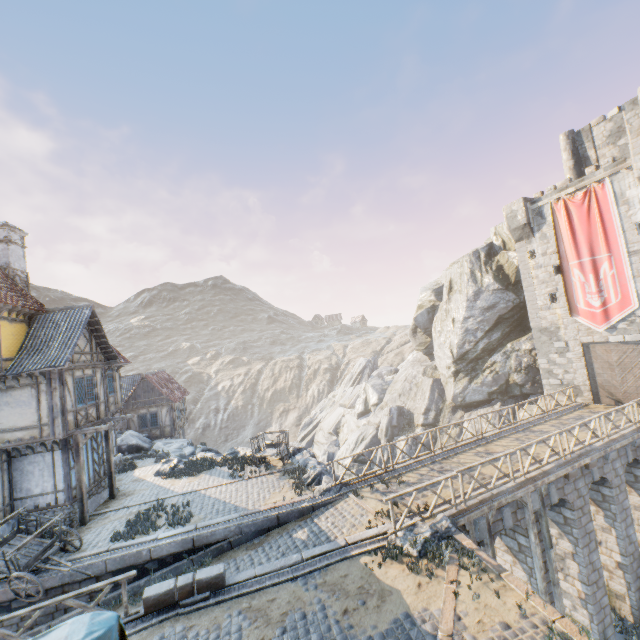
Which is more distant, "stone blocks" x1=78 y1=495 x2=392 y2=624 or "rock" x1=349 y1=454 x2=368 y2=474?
"rock" x1=349 y1=454 x2=368 y2=474

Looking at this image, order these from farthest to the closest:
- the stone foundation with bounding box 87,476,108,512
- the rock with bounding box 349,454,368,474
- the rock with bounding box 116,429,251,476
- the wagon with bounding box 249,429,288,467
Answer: the rock with bounding box 349,454,368,474
the rock with bounding box 116,429,251,476
the wagon with bounding box 249,429,288,467
the stone foundation with bounding box 87,476,108,512

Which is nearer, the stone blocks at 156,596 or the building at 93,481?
the stone blocks at 156,596

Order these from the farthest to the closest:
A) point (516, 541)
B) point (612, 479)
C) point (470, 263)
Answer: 1. point (470, 263)
2. point (612, 479)
3. point (516, 541)

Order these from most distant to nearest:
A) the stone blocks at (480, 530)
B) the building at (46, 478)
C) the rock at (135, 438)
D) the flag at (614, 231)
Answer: the rock at (135, 438), the flag at (614, 231), the building at (46, 478), the stone blocks at (480, 530)

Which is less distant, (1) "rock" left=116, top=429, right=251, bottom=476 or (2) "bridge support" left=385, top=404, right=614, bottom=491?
(2) "bridge support" left=385, top=404, right=614, bottom=491

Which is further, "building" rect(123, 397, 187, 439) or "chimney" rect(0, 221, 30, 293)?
"building" rect(123, 397, 187, 439)

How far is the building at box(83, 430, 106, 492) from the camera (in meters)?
15.52
